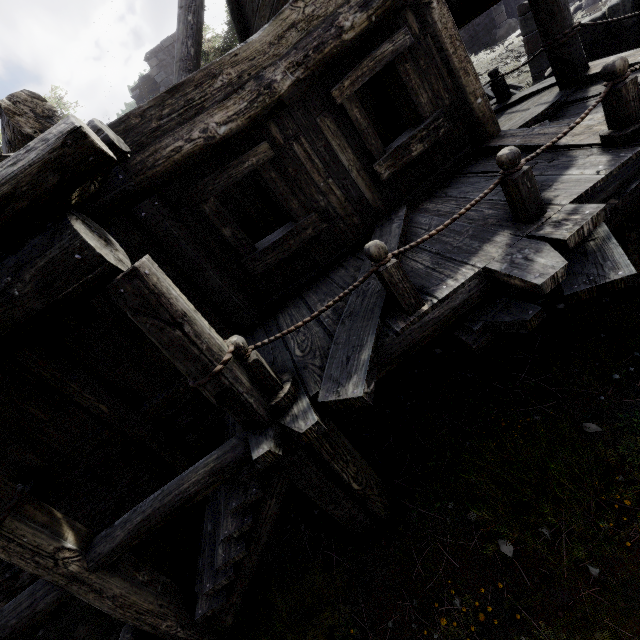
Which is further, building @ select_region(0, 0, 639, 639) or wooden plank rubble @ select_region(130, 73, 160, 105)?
wooden plank rubble @ select_region(130, 73, 160, 105)

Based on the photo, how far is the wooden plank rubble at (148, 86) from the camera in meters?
21.9

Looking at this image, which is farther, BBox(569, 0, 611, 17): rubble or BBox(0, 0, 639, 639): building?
BBox(569, 0, 611, 17): rubble

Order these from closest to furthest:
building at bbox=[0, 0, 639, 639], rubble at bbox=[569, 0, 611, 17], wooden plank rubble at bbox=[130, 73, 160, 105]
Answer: building at bbox=[0, 0, 639, 639] → rubble at bbox=[569, 0, 611, 17] → wooden plank rubble at bbox=[130, 73, 160, 105]

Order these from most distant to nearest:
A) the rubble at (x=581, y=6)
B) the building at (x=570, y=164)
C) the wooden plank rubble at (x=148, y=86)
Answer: the wooden plank rubble at (x=148, y=86), the rubble at (x=581, y=6), the building at (x=570, y=164)

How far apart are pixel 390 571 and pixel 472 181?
5.10m

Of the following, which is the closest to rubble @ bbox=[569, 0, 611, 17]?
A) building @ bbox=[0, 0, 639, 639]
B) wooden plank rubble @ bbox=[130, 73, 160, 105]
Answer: building @ bbox=[0, 0, 639, 639]
